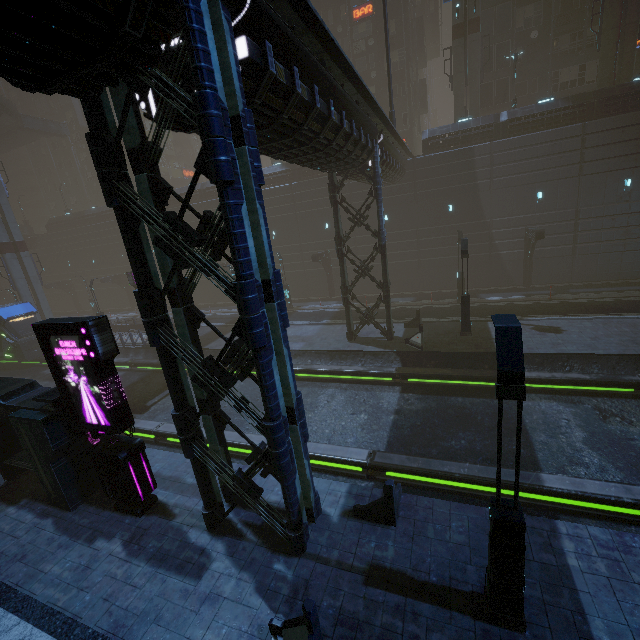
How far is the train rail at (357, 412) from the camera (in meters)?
10.25

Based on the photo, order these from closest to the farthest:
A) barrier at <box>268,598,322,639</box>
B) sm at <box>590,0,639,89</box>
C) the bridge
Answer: barrier at <box>268,598,322,639</box>, sm at <box>590,0,639,89</box>, the bridge

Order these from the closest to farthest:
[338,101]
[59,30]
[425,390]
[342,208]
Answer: [59,30], [338,101], [425,390], [342,208]

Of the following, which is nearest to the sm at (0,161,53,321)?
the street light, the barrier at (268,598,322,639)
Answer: the barrier at (268,598,322,639)

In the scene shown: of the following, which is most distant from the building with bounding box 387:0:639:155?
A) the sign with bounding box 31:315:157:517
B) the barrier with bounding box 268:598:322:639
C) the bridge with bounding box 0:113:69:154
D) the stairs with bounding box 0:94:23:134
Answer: the stairs with bounding box 0:94:23:134

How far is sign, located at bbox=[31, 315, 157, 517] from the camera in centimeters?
800cm

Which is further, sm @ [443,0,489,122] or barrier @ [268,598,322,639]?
sm @ [443,0,489,122]

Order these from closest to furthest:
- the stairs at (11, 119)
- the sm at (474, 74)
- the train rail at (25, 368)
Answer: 1. the train rail at (25, 368)
2. the sm at (474, 74)
3. the stairs at (11, 119)
